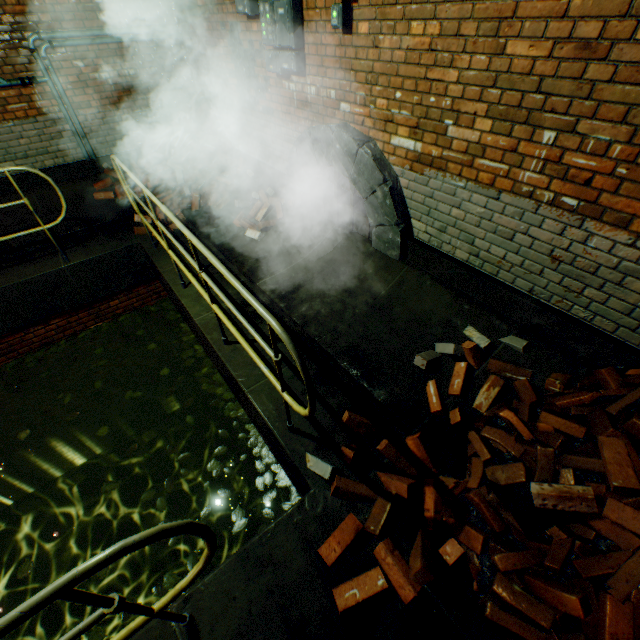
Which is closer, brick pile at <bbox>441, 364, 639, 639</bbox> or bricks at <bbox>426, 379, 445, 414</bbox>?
brick pile at <bbox>441, 364, 639, 639</bbox>

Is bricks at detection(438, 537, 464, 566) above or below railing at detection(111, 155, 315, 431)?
below

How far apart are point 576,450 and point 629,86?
2.22m

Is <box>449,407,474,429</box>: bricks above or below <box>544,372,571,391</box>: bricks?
below

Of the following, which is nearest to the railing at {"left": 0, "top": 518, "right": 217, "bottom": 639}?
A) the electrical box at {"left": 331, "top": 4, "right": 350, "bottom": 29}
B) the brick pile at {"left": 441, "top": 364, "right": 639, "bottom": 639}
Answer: the brick pile at {"left": 441, "top": 364, "right": 639, "bottom": 639}

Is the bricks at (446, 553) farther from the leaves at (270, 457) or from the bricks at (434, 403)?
the leaves at (270, 457)

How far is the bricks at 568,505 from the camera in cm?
188

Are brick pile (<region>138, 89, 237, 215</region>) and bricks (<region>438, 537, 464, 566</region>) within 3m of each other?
no
